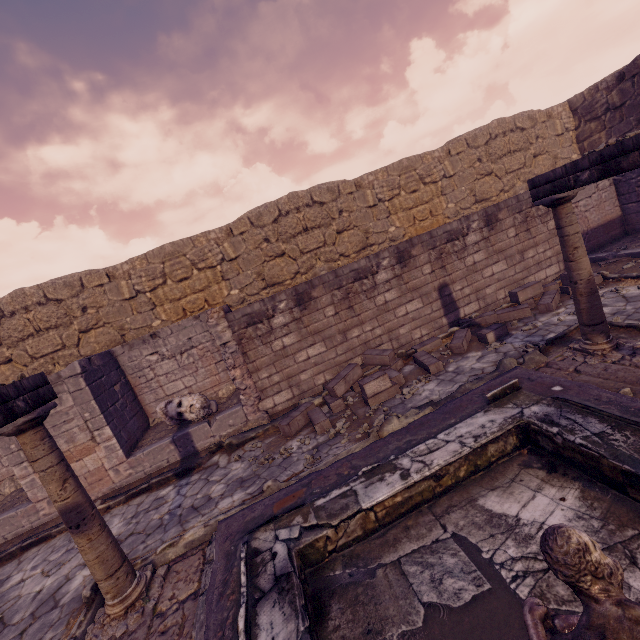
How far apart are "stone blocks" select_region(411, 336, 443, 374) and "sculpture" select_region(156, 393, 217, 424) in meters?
4.7 m

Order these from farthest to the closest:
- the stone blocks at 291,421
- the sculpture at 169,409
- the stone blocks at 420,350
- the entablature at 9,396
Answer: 1. the sculpture at 169,409
2. the stone blocks at 420,350
3. the stone blocks at 291,421
4. the entablature at 9,396

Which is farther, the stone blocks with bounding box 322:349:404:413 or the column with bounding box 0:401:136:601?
the stone blocks with bounding box 322:349:404:413

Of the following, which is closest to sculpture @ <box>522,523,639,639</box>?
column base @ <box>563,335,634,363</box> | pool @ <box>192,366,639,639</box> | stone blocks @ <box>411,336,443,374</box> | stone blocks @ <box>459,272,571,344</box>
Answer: pool @ <box>192,366,639,639</box>

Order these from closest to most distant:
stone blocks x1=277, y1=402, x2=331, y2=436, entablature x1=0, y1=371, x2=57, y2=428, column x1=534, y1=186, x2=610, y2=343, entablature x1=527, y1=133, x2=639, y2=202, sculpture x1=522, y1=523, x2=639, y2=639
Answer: sculpture x1=522, y1=523, x2=639, y2=639 < entablature x1=0, y1=371, x2=57, y2=428 < entablature x1=527, y1=133, x2=639, y2=202 < column x1=534, y1=186, x2=610, y2=343 < stone blocks x1=277, y1=402, x2=331, y2=436

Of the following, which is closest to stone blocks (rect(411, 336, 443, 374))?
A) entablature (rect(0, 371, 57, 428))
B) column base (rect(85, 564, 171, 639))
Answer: column base (rect(85, 564, 171, 639))

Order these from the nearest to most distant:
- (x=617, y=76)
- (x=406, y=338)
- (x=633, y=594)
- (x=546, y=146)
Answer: (x=633, y=594) < (x=406, y=338) < (x=617, y=76) < (x=546, y=146)

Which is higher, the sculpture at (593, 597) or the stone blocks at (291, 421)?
the sculpture at (593, 597)
